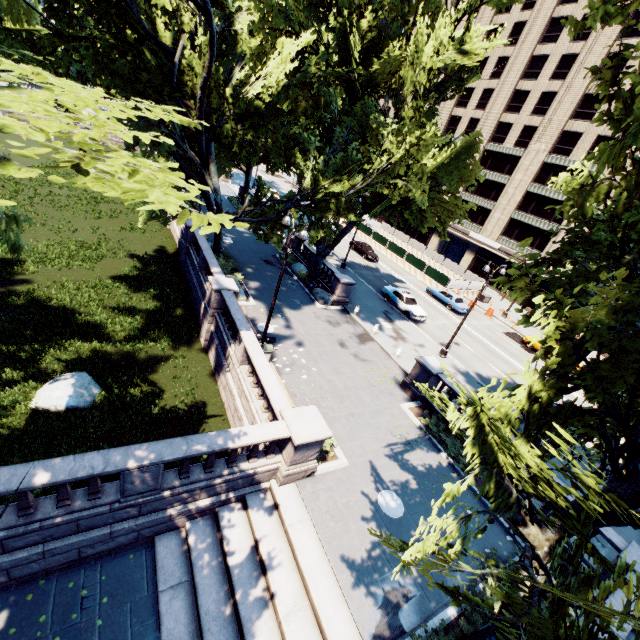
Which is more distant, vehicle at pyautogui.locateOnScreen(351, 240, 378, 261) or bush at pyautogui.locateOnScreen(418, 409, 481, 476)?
vehicle at pyautogui.locateOnScreen(351, 240, 378, 261)

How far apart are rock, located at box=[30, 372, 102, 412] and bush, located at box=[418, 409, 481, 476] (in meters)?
15.27

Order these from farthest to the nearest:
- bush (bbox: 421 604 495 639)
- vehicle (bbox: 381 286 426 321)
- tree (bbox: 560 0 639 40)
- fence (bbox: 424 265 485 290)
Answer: fence (bbox: 424 265 485 290), vehicle (bbox: 381 286 426 321), bush (bbox: 421 604 495 639), tree (bbox: 560 0 639 40)

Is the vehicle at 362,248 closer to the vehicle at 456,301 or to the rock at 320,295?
the vehicle at 456,301

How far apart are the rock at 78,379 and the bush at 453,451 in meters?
15.3

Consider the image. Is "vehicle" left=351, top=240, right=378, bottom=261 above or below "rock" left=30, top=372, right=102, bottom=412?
above

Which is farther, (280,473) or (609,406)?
(280,473)

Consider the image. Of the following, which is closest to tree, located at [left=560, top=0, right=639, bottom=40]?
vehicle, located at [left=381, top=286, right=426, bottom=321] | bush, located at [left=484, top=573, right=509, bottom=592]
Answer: bush, located at [left=484, top=573, right=509, bottom=592]
